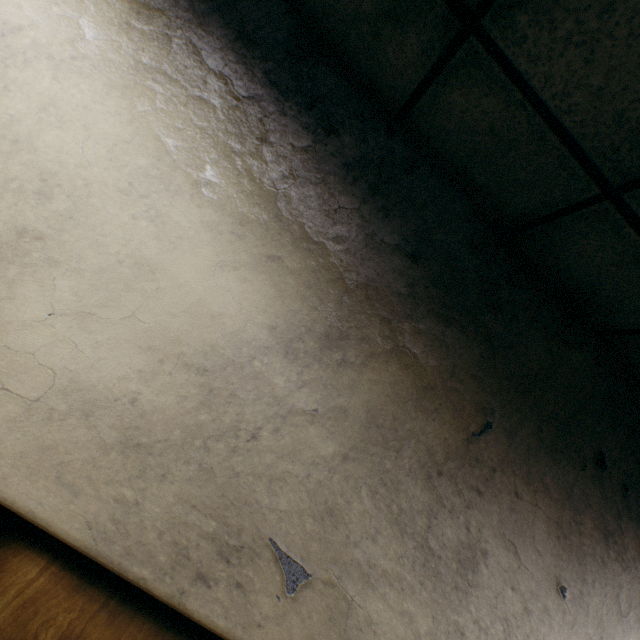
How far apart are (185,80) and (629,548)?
2.7m
